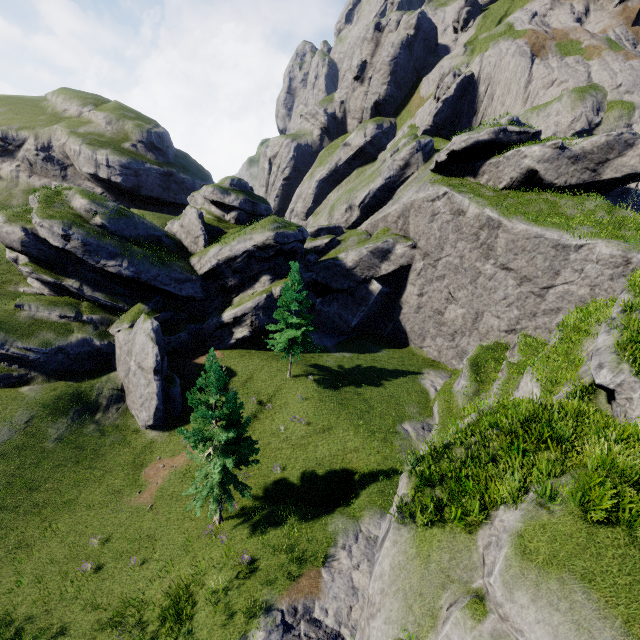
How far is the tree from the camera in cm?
2644

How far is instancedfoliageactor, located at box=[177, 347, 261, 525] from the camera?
15.2 meters

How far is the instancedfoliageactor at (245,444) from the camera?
15.2m

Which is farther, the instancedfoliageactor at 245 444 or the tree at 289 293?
the tree at 289 293

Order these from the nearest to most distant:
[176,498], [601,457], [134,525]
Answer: [601,457] < [134,525] < [176,498]

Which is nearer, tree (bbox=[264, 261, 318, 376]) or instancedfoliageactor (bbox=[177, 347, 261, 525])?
instancedfoliageactor (bbox=[177, 347, 261, 525])
